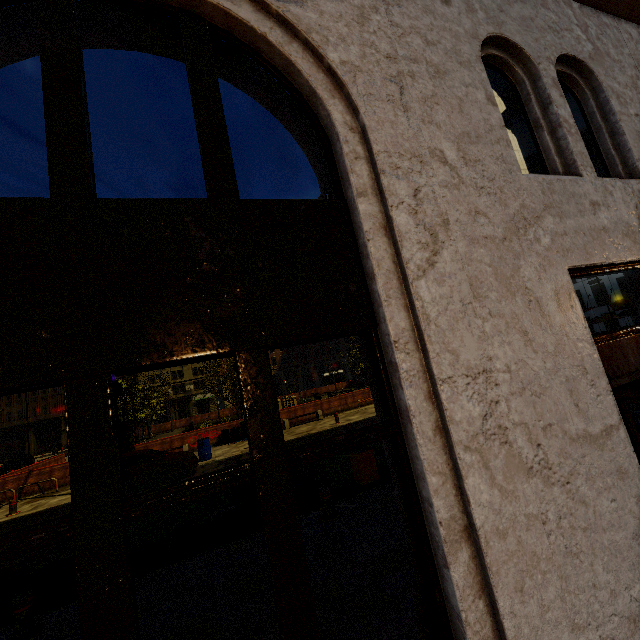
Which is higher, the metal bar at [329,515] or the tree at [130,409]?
the tree at [130,409]

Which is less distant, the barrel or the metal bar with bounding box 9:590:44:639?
the metal bar with bounding box 9:590:44:639

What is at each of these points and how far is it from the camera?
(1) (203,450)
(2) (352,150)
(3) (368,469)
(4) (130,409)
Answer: (1) barrel, 16.02m
(2) building, 2.36m
(3) trash bin, 8.08m
(4) tree, 20.41m

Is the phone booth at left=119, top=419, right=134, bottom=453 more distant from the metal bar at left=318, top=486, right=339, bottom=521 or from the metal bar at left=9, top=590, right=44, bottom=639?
the metal bar at left=318, top=486, right=339, bottom=521

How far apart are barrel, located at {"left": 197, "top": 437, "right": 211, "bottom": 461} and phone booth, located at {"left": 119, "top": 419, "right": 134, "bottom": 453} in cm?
446

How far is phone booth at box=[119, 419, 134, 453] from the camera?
17.83m

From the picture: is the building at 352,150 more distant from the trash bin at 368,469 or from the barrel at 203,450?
the barrel at 203,450

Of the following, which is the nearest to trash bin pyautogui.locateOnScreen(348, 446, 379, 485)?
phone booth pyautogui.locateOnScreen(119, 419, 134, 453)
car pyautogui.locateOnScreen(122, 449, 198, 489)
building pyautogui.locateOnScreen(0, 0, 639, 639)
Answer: building pyautogui.locateOnScreen(0, 0, 639, 639)
